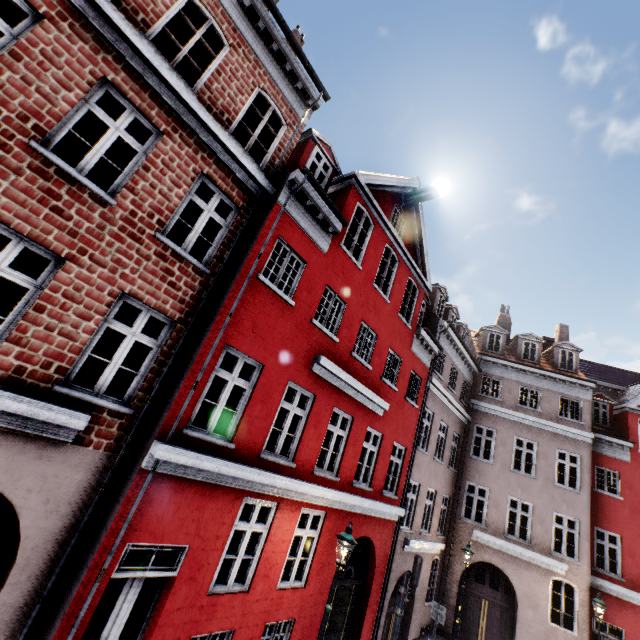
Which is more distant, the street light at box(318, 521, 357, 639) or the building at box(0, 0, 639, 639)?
the street light at box(318, 521, 357, 639)

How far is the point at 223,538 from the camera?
6.5m

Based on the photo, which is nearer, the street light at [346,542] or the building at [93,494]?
the building at [93,494]
